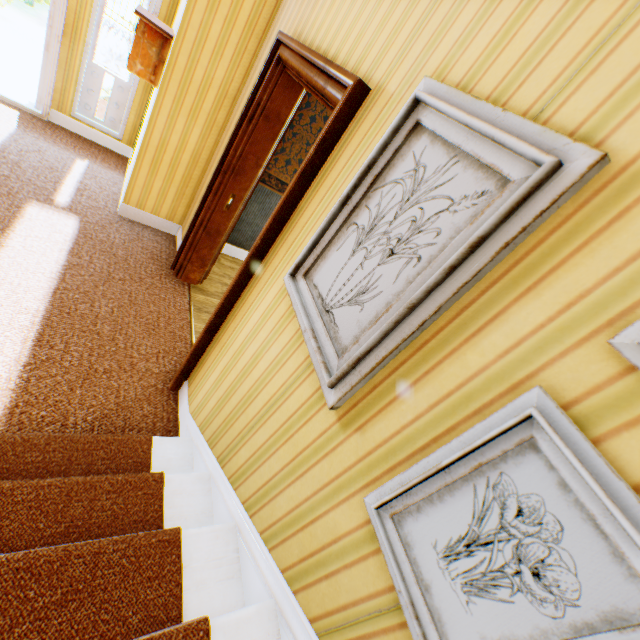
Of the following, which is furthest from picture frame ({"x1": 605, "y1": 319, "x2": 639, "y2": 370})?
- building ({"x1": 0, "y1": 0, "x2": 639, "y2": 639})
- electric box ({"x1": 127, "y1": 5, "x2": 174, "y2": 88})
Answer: electric box ({"x1": 127, "y1": 5, "x2": 174, "y2": 88})

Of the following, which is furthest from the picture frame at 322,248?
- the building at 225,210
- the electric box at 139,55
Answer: the electric box at 139,55

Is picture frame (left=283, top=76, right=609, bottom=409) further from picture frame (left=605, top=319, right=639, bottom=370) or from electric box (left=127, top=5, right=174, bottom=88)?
electric box (left=127, top=5, right=174, bottom=88)

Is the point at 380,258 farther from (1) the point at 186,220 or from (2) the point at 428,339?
(1) the point at 186,220

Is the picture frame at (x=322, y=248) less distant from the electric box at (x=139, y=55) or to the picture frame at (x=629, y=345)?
the picture frame at (x=629, y=345)

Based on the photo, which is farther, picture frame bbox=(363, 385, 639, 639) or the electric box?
the electric box

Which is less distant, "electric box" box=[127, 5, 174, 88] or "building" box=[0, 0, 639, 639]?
"building" box=[0, 0, 639, 639]

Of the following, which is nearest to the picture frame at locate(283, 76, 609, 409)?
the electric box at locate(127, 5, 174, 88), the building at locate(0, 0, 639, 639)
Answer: the building at locate(0, 0, 639, 639)
